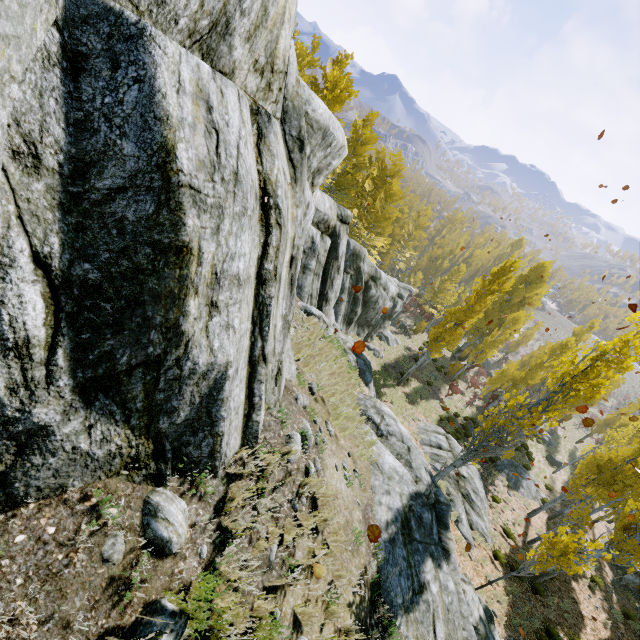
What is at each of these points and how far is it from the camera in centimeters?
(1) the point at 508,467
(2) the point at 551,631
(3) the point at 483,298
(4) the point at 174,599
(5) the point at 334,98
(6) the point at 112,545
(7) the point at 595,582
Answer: (1) rock, 2312cm
(2) instancedfoliageactor, 1250cm
(3) instancedfoliageactor, 1866cm
(4) rock, 268cm
(5) instancedfoliageactor, 1750cm
(6) rock, 259cm
(7) instancedfoliageactor, 1698cm

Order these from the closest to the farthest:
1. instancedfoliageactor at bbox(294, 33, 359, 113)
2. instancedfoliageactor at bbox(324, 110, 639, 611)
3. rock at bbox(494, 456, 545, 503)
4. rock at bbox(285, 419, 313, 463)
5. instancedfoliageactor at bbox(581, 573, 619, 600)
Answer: rock at bbox(285, 419, 313, 463) < instancedfoliageactor at bbox(324, 110, 639, 611) < instancedfoliageactor at bbox(581, 573, 619, 600) < instancedfoliageactor at bbox(294, 33, 359, 113) < rock at bbox(494, 456, 545, 503)

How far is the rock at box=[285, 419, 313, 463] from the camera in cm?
486

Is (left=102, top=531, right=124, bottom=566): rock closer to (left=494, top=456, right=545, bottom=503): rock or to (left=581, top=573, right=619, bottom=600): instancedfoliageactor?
(left=581, top=573, right=619, bottom=600): instancedfoliageactor

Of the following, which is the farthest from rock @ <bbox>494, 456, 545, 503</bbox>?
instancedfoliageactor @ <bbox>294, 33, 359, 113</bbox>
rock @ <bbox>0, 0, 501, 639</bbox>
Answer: rock @ <bbox>0, 0, 501, 639</bbox>

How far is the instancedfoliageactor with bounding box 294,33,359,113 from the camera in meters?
17.6 m

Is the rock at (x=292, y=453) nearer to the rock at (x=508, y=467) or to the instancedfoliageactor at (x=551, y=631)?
the instancedfoliageactor at (x=551, y=631)

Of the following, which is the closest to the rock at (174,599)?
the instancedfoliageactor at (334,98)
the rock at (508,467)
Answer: the instancedfoliageactor at (334,98)
